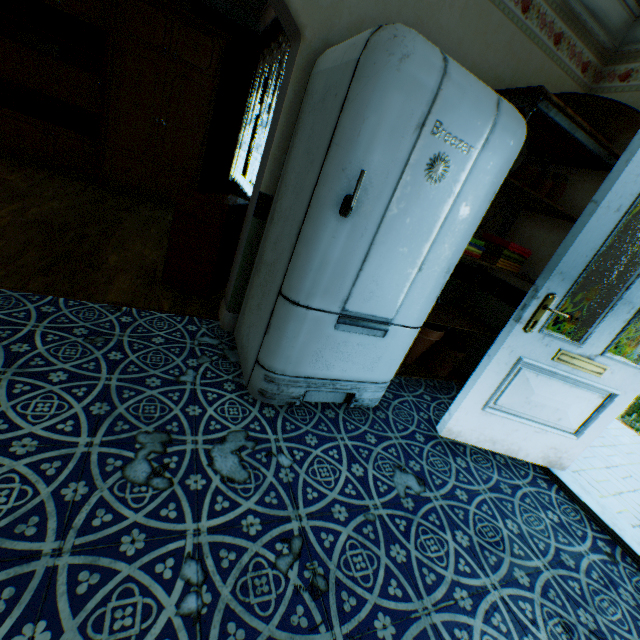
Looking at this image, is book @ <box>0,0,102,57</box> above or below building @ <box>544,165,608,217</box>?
below

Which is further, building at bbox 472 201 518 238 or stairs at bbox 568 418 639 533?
building at bbox 472 201 518 238

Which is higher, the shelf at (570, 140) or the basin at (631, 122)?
the basin at (631, 122)

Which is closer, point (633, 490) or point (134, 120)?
point (633, 490)

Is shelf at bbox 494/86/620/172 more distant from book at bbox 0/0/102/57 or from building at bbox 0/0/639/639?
book at bbox 0/0/102/57

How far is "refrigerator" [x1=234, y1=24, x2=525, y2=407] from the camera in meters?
1.4

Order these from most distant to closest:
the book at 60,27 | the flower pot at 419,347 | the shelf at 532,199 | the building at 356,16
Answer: the book at 60,27 → the flower pot at 419,347 → the shelf at 532,199 → the building at 356,16

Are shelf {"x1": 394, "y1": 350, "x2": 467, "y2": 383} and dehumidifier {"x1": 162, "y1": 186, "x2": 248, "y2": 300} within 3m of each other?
yes
